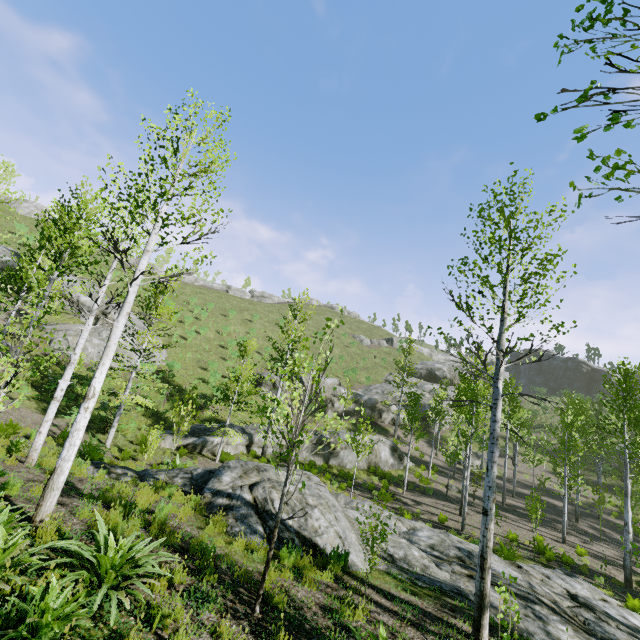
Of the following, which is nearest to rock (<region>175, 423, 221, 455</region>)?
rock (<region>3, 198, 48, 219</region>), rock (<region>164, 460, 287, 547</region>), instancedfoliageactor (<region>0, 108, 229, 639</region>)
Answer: instancedfoliageactor (<region>0, 108, 229, 639</region>)

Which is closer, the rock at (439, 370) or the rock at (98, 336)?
the rock at (98, 336)

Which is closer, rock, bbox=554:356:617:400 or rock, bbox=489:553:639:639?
rock, bbox=489:553:639:639

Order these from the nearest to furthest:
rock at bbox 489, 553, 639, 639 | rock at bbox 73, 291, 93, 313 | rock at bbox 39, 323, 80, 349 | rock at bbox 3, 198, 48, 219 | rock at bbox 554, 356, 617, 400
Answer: rock at bbox 489, 553, 639, 639, rock at bbox 39, 323, 80, 349, rock at bbox 73, 291, 93, 313, rock at bbox 3, 198, 48, 219, rock at bbox 554, 356, 617, 400

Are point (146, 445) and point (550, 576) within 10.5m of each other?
no

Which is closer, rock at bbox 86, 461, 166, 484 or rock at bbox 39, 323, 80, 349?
rock at bbox 86, 461, 166, 484

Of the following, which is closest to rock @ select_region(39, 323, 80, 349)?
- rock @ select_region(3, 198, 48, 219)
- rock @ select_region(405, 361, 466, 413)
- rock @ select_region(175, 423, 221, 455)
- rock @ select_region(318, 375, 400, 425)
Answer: rock @ select_region(175, 423, 221, 455)

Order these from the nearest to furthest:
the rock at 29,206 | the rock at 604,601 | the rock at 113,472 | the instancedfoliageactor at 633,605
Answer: the rock at 604,601 < the rock at 113,472 < the instancedfoliageactor at 633,605 < the rock at 29,206
